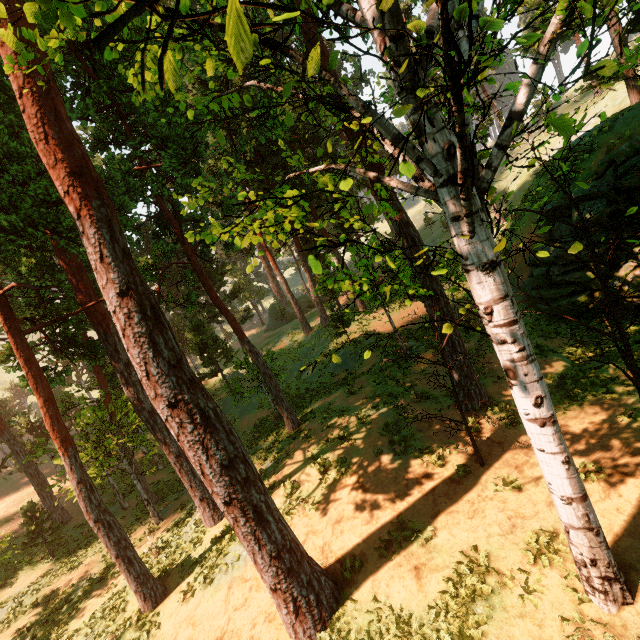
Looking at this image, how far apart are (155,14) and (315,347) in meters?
30.2 m

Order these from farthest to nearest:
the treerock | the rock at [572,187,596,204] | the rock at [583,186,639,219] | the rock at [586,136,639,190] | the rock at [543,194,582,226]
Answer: the rock at [543,194,582,226]
the rock at [572,187,596,204]
the rock at [583,186,639,219]
the rock at [586,136,639,190]
the treerock

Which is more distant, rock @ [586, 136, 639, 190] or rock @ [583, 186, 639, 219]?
rock @ [583, 186, 639, 219]

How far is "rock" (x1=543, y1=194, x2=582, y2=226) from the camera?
15.2 meters

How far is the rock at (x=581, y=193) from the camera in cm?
1462

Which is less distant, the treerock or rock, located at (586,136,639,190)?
the treerock
